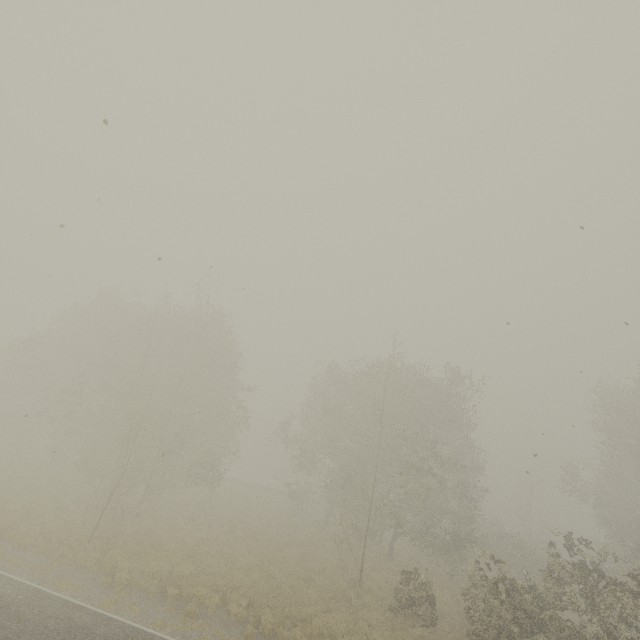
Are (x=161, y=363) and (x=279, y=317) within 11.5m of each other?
no
